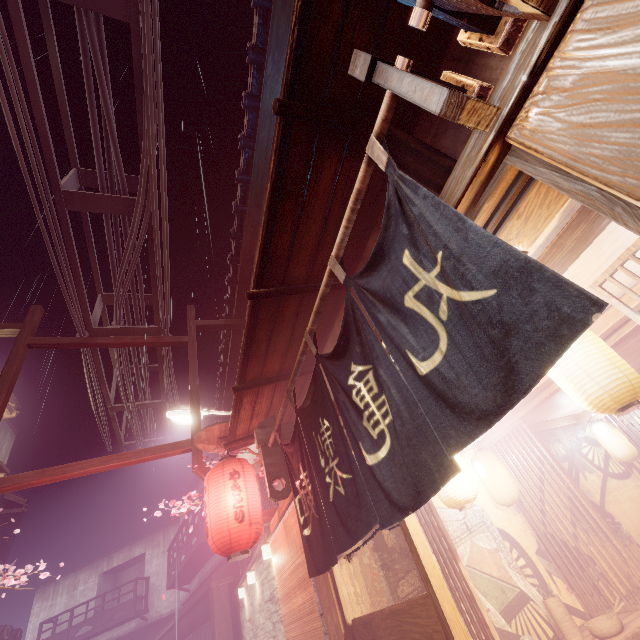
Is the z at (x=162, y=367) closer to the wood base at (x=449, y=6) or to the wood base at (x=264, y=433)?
the wood base at (x=264, y=433)

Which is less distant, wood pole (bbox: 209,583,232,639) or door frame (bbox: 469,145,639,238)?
door frame (bbox: 469,145,639,238)

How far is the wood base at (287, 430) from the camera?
7.3m

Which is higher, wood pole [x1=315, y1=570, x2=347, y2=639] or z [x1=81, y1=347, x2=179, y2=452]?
z [x1=81, y1=347, x2=179, y2=452]

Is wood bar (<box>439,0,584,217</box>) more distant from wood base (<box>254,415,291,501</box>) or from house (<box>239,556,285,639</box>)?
house (<box>239,556,285,639</box>)

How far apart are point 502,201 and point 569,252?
1.48m

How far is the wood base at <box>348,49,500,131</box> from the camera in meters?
2.0

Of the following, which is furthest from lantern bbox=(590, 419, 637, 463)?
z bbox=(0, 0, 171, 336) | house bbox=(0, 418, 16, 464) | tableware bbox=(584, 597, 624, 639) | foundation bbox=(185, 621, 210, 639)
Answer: house bbox=(0, 418, 16, 464)
